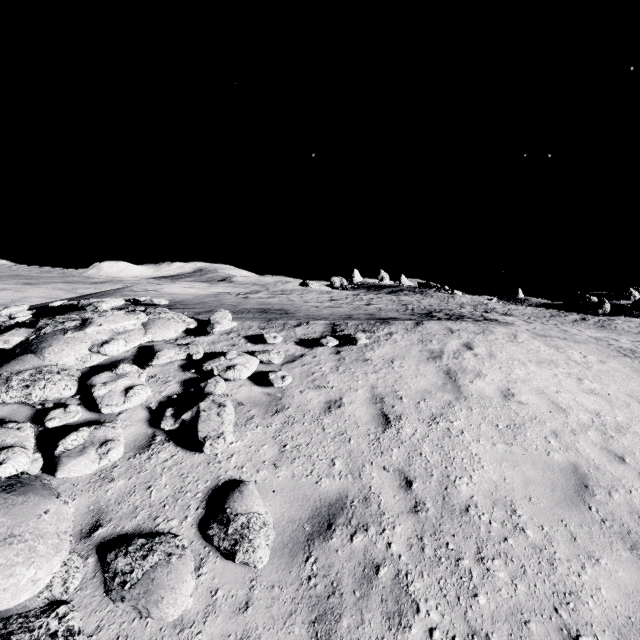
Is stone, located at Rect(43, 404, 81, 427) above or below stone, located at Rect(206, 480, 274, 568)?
above

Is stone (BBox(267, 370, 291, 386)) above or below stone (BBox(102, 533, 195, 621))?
above

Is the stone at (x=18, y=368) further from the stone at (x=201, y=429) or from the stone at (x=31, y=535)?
the stone at (x=201, y=429)

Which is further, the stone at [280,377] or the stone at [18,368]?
the stone at [280,377]

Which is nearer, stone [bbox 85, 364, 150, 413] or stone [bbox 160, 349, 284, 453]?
stone [bbox 160, 349, 284, 453]

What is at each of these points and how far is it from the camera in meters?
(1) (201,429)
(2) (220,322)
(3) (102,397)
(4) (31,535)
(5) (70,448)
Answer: (1) stone, 5.1
(2) stone, 8.7
(3) stone, 5.8
(4) stone, 3.4
(5) stone, 4.7

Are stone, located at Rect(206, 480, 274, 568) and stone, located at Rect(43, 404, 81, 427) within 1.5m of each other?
no

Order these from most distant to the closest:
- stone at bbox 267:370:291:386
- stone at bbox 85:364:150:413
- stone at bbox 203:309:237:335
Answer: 1. stone at bbox 203:309:237:335
2. stone at bbox 267:370:291:386
3. stone at bbox 85:364:150:413
